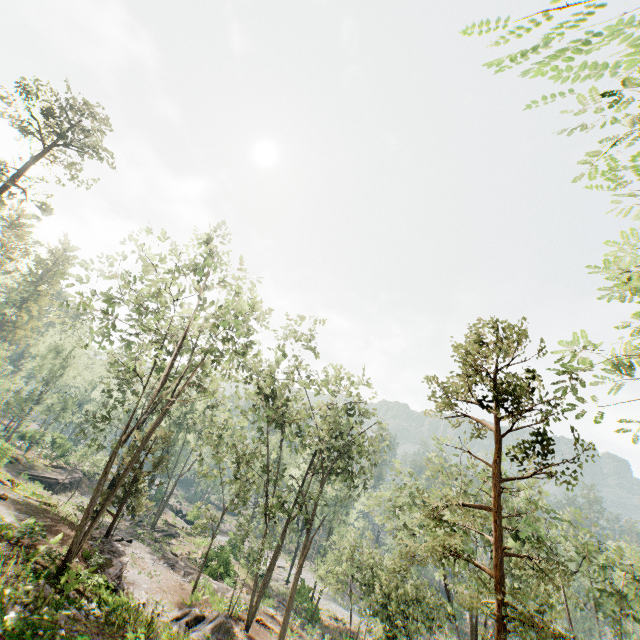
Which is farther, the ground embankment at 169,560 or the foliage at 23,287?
the foliage at 23,287

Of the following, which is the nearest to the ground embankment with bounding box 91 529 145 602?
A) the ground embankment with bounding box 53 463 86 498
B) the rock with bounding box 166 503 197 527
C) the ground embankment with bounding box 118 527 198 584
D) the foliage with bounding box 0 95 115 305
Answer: the foliage with bounding box 0 95 115 305

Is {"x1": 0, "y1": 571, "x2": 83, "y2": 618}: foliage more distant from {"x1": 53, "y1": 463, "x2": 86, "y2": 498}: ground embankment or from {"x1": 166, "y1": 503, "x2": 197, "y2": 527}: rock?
{"x1": 53, "y1": 463, "x2": 86, "y2": 498}: ground embankment

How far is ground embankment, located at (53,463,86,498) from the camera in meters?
41.0

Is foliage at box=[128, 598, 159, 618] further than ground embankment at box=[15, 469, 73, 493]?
No

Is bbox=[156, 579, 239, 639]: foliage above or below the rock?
above

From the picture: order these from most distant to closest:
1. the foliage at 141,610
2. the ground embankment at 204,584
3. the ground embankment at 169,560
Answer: the ground embankment at 169,560 → the ground embankment at 204,584 → the foliage at 141,610

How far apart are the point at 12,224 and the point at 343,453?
72.7 meters
